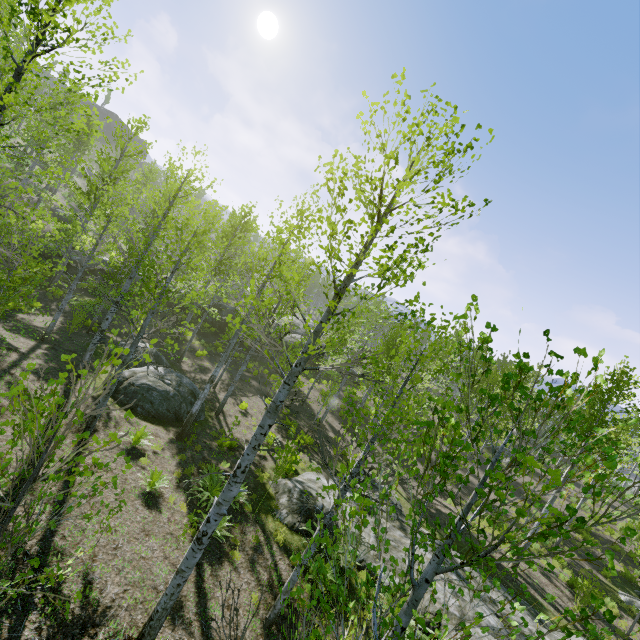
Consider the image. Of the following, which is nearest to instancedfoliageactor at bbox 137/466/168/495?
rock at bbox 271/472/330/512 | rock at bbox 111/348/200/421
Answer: rock at bbox 111/348/200/421

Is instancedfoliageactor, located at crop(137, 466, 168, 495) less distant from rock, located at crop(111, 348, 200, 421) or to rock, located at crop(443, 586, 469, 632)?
rock, located at crop(111, 348, 200, 421)

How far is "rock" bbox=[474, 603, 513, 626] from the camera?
9.3 meters

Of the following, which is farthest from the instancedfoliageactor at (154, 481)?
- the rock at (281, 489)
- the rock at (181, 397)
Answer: the rock at (281, 489)

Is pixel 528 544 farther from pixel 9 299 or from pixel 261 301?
pixel 9 299

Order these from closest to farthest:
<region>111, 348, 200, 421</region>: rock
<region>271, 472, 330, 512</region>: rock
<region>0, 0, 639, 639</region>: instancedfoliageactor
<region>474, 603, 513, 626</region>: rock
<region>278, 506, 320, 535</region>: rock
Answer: <region>0, 0, 639, 639</region>: instancedfoliageactor
<region>474, 603, 513, 626</region>: rock
<region>278, 506, 320, 535</region>: rock
<region>271, 472, 330, 512</region>: rock
<region>111, 348, 200, 421</region>: rock

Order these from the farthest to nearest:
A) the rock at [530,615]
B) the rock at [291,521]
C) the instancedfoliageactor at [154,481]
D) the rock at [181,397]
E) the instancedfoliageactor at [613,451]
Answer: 1. the rock at [181,397]
2. the rock at [291,521]
3. the rock at [530,615]
4. the instancedfoliageactor at [154,481]
5. the instancedfoliageactor at [613,451]
